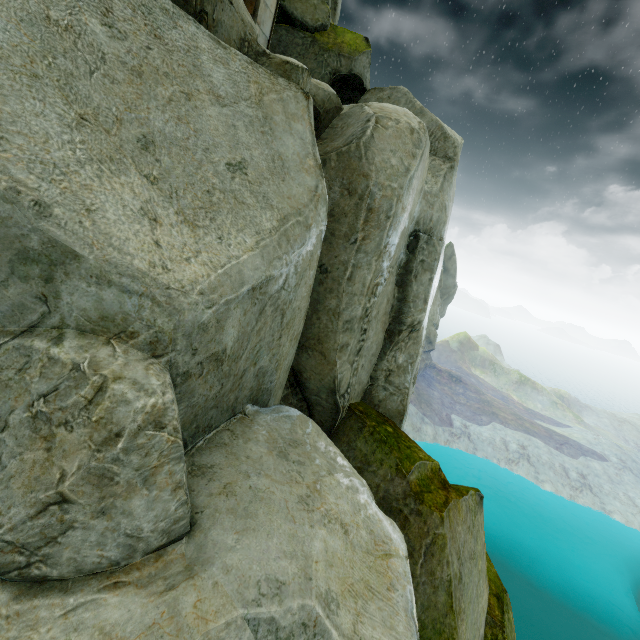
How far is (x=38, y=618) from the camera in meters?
1.9 m

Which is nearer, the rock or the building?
the rock

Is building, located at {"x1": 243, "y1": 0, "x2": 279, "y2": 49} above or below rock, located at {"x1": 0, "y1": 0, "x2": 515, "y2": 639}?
above

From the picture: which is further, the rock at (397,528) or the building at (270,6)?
the building at (270,6)

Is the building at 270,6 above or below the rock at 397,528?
above
